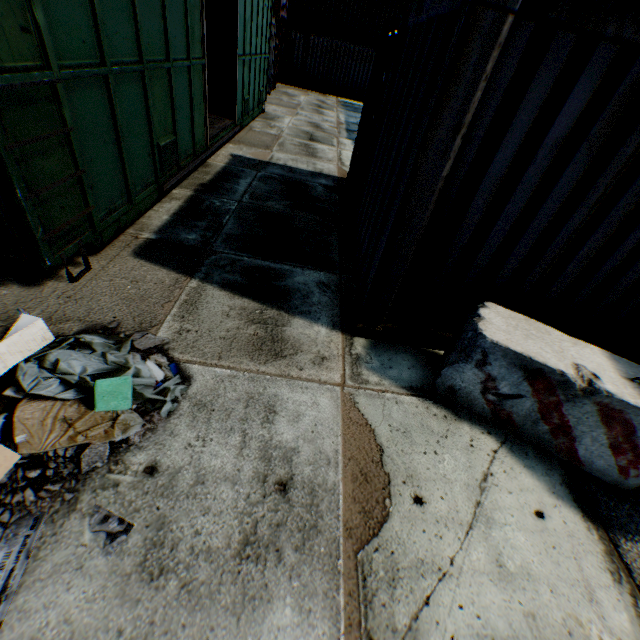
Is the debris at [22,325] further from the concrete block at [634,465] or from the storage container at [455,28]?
the concrete block at [634,465]

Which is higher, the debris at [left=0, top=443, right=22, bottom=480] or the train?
the train

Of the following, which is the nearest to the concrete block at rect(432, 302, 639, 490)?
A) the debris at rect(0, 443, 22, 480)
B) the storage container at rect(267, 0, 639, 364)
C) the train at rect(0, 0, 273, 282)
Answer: the storage container at rect(267, 0, 639, 364)

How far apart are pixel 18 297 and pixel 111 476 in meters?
2.3

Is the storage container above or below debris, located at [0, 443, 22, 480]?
above

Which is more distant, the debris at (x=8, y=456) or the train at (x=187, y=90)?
the train at (x=187, y=90)

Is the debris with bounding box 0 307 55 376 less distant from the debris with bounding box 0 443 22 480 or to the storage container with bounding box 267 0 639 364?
the debris with bounding box 0 443 22 480

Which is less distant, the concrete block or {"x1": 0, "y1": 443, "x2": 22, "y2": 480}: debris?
{"x1": 0, "y1": 443, "x2": 22, "y2": 480}: debris
